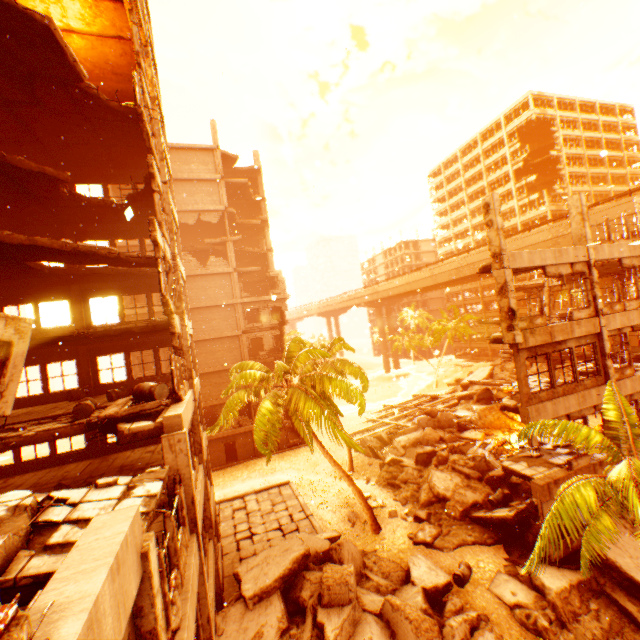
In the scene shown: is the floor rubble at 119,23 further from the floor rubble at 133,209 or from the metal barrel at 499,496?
the metal barrel at 499,496

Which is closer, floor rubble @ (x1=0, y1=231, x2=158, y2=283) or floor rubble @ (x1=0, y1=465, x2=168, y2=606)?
floor rubble @ (x1=0, y1=465, x2=168, y2=606)

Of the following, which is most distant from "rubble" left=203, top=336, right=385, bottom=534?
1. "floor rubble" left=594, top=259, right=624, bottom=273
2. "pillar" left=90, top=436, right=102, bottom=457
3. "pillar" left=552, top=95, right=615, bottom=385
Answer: "floor rubble" left=594, top=259, right=624, bottom=273

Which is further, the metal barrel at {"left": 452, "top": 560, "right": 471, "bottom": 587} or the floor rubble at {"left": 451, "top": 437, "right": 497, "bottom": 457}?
the floor rubble at {"left": 451, "top": 437, "right": 497, "bottom": 457}

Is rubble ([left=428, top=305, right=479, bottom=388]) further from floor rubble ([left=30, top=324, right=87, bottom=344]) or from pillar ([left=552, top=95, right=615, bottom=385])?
pillar ([left=552, top=95, right=615, bottom=385])

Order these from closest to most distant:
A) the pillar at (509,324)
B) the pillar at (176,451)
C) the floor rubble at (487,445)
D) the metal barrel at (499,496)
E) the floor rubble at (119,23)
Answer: the pillar at (176,451), the floor rubble at (119,23), the pillar at (509,324), the metal barrel at (499,496), the floor rubble at (487,445)

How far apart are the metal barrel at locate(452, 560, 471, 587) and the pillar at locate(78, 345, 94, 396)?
18.24m

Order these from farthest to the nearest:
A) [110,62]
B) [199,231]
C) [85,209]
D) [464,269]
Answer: [464,269] < [199,231] < [85,209] < [110,62]
